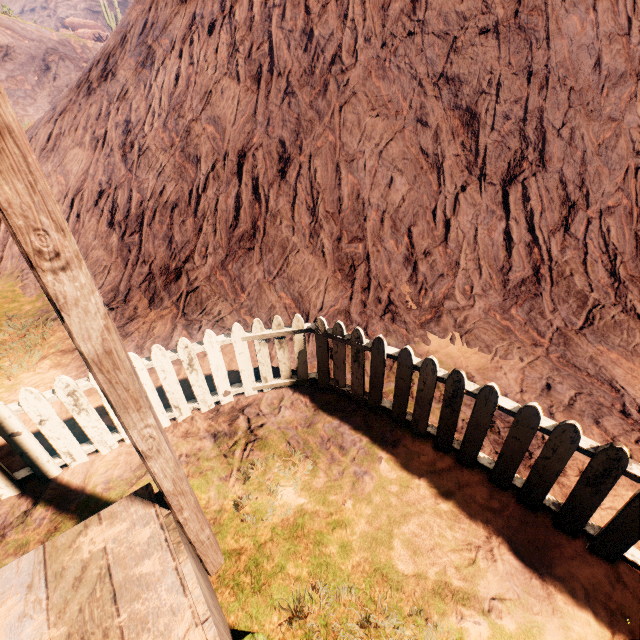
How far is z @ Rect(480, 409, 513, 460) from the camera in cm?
308

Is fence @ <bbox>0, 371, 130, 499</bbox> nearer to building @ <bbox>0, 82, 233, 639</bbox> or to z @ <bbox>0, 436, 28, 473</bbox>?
z @ <bbox>0, 436, 28, 473</bbox>

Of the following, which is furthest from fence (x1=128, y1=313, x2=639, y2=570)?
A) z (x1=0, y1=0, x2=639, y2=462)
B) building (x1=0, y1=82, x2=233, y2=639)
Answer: building (x1=0, y1=82, x2=233, y2=639)

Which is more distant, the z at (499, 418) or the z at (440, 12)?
the z at (440, 12)

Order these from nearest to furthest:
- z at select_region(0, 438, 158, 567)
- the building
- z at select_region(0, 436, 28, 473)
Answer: the building
z at select_region(0, 438, 158, 567)
z at select_region(0, 436, 28, 473)

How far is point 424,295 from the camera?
4.66m

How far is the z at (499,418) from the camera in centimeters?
308cm
